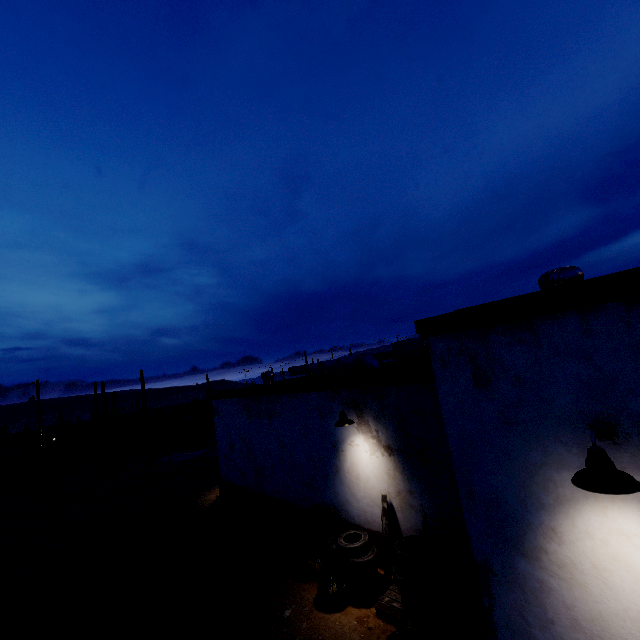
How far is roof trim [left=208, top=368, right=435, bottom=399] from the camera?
6.3m

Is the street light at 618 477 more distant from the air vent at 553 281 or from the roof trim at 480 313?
the air vent at 553 281

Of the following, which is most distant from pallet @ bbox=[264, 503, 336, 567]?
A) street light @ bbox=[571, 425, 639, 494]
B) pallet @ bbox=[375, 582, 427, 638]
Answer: street light @ bbox=[571, 425, 639, 494]

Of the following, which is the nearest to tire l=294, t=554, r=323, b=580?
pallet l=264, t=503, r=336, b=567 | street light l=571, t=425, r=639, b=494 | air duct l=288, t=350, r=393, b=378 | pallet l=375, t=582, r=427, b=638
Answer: pallet l=264, t=503, r=336, b=567

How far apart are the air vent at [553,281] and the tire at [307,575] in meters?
7.4

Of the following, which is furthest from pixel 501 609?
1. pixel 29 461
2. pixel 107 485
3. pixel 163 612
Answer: pixel 29 461

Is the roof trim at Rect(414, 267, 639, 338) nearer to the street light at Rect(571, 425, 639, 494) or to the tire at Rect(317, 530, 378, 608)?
the street light at Rect(571, 425, 639, 494)

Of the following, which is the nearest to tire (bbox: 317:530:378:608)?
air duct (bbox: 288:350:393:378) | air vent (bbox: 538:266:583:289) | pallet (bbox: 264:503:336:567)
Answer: pallet (bbox: 264:503:336:567)
